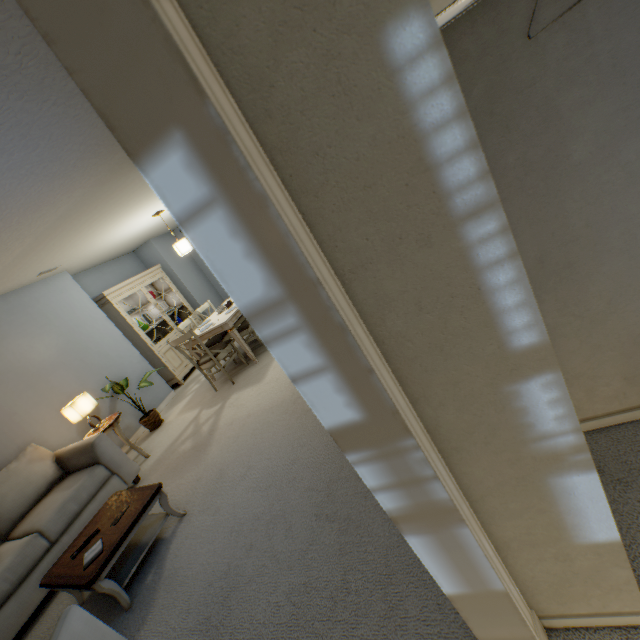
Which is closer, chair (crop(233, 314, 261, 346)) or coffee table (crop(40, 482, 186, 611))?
coffee table (crop(40, 482, 186, 611))

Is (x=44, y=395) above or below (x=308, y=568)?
above

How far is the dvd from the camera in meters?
2.1

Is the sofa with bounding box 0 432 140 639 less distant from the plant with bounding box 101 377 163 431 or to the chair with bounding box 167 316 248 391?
the plant with bounding box 101 377 163 431

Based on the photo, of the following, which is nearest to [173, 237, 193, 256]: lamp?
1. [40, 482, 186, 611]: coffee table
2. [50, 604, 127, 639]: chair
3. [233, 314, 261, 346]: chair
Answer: [233, 314, 261, 346]: chair

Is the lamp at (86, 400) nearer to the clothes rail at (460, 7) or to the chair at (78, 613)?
the chair at (78, 613)

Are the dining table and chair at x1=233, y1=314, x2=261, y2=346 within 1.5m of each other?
yes

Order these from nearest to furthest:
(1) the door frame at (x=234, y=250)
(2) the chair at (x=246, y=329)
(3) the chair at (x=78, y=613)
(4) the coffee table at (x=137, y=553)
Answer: (1) the door frame at (x=234, y=250), (3) the chair at (x=78, y=613), (4) the coffee table at (x=137, y=553), (2) the chair at (x=246, y=329)
